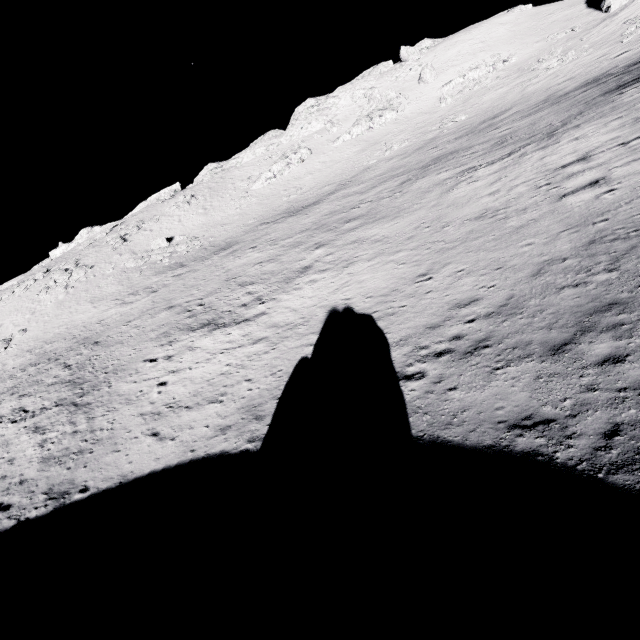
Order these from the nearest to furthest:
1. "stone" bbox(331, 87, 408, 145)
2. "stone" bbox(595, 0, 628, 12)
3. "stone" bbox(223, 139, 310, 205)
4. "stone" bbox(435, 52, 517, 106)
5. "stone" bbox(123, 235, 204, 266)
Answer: "stone" bbox(595, 0, 628, 12), "stone" bbox(123, 235, 204, 266), "stone" bbox(435, 52, 517, 106), "stone" bbox(223, 139, 310, 205), "stone" bbox(331, 87, 408, 145)

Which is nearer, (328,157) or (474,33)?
(328,157)

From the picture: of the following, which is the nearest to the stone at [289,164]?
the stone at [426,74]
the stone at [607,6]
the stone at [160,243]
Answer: the stone at [160,243]

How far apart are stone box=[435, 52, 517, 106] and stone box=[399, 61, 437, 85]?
3.5 meters

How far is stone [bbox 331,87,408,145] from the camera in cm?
5275

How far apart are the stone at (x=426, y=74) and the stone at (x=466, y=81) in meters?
3.5 m

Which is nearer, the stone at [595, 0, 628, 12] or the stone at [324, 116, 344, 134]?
the stone at [595, 0, 628, 12]

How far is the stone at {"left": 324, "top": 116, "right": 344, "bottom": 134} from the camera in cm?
5766
